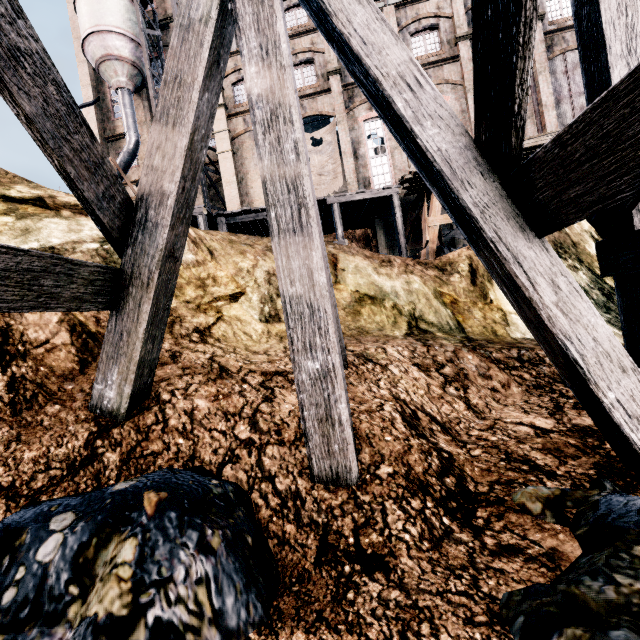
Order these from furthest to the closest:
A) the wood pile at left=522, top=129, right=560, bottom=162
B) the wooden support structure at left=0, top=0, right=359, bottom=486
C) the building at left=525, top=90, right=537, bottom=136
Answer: the building at left=525, top=90, right=537, bottom=136 < the wood pile at left=522, top=129, right=560, bottom=162 < the wooden support structure at left=0, top=0, right=359, bottom=486

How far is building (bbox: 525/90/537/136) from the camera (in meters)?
21.89

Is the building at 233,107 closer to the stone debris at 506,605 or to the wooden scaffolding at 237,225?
the wooden scaffolding at 237,225

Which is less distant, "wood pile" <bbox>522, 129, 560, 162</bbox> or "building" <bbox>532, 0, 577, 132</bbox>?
"wood pile" <bbox>522, 129, 560, 162</bbox>

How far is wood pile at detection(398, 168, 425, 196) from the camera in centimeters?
1382cm

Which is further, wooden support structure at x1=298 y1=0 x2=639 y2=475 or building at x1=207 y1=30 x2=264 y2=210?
building at x1=207 y1=30 x2=264 y2=210

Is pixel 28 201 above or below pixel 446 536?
above

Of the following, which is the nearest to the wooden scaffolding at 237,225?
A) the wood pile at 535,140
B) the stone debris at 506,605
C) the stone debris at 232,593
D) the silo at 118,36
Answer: the wood pile at 535,140
